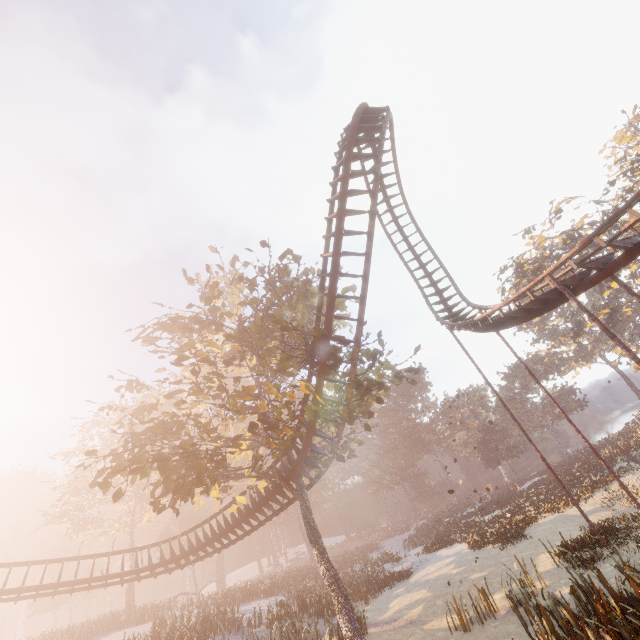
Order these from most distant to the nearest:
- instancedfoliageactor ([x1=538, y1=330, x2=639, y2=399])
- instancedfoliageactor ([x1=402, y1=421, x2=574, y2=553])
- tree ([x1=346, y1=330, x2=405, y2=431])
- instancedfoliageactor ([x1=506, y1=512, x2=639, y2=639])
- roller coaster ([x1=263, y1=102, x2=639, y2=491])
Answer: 1. instancedfoliageactor ([x1=538, y1=330, x2=639, y2=399])
2. instancedfoliageactor ([x1=402, y1=421, x2=574, y2=553])
3. tree ([x1=346, y1=330, x2=405, y2=431])
4. roller coaster ([x1=263, y1=102, x2=639, y2=491])
5. instancedfoliageactor ([x1=506, y1=512, x2=639, y2=639])

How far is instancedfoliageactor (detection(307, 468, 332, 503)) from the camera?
54.5 meters

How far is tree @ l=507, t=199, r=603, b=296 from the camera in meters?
35.3

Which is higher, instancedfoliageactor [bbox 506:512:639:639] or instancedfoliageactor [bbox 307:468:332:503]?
instancedfoliageactor [bbox 307:468:332:503]

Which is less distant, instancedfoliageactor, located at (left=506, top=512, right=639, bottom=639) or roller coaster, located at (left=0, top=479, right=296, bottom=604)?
instancedfoliageactor, located at (left=506, top=512, right=639, bottom=639)

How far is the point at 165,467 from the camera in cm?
1233

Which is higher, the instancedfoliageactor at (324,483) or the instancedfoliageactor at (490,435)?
the instancedfoliageactor at (324,483)

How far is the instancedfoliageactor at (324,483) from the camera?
54.53m
